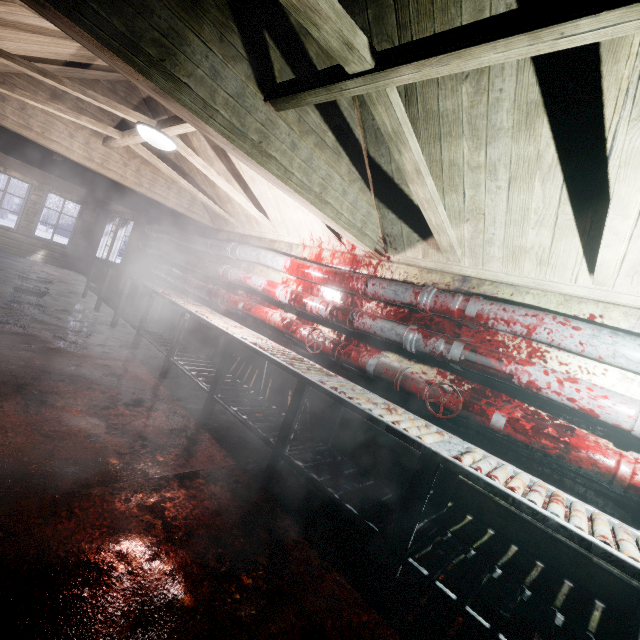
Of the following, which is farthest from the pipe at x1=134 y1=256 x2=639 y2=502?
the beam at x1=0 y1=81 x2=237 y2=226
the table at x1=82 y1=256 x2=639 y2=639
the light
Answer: the light

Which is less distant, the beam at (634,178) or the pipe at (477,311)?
the beam at (634,178)

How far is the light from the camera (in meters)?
2.63

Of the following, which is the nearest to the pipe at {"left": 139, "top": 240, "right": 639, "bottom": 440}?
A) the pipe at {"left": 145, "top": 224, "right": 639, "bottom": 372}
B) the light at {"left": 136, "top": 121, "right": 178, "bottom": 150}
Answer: the pipe at {"left": 145, "top": 224, "right": 639, "bottom": 372}

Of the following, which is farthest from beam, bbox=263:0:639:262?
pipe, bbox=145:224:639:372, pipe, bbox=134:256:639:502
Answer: pipe, bbox=134:256:639:502

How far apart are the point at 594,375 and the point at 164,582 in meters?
2.6 m

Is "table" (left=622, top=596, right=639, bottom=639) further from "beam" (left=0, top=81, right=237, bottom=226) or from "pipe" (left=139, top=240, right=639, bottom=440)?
"beam" (left=0, top=81, right=237, bottom=226)

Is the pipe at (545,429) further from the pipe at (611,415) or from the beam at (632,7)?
the beam at (632,7)
